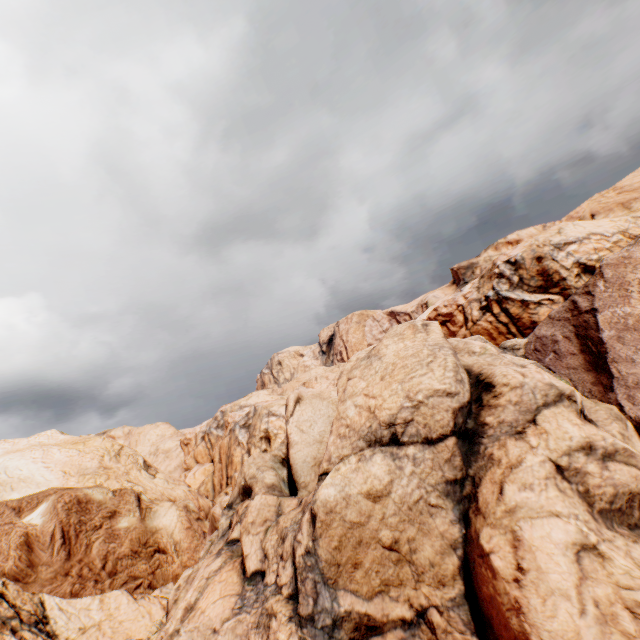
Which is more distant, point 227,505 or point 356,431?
point 227,505
